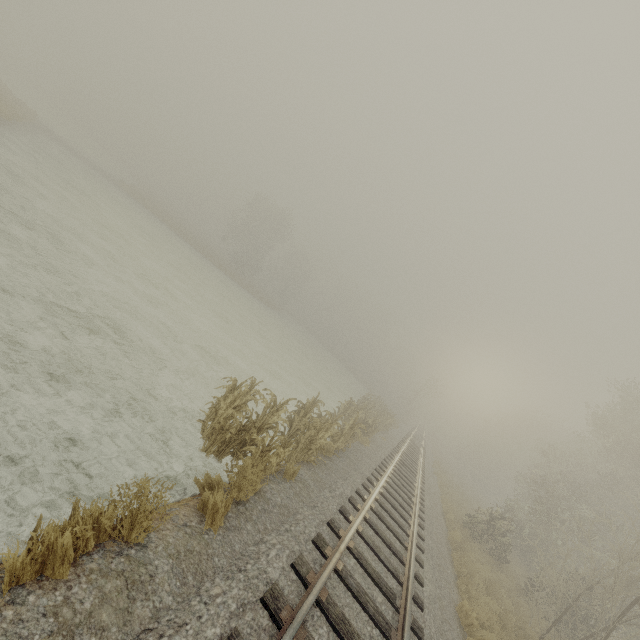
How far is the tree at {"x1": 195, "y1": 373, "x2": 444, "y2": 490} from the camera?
6.48m

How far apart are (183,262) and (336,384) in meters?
18.6

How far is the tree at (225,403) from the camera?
6.48m
